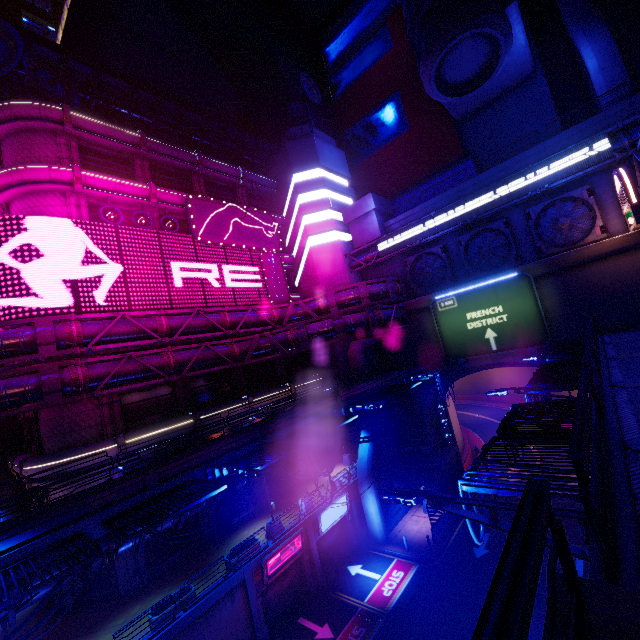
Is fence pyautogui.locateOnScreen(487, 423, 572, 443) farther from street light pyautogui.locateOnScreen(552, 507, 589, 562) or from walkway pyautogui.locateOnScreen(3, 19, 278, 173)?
walkway pyautogui.locateOnScreen(3, 19, 278, 173)

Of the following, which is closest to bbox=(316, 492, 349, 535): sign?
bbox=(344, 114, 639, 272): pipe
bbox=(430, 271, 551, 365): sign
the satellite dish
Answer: bbox=(344, 114, 639, 272): pipe

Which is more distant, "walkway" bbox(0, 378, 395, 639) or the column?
the column

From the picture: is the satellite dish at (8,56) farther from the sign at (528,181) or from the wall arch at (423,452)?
the wall arch at (423,452)

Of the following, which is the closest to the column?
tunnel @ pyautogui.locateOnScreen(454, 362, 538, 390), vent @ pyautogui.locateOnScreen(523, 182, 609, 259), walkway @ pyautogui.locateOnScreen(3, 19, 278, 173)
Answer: walkway @ pyautogui.locateOnScreen(3, 19, 278, 173)

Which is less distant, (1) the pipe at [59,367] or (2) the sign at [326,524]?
(1) the pipe at [59,367]

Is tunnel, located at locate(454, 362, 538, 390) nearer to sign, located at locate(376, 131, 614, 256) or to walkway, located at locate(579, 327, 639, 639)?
walkway, located at locate(579, 327, 639, 639)

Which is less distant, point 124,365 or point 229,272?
point 124,365
